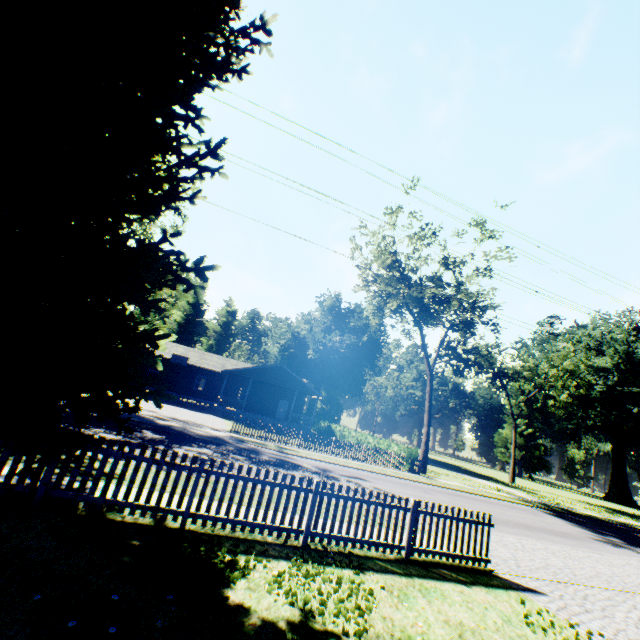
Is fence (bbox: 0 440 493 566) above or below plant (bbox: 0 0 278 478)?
below

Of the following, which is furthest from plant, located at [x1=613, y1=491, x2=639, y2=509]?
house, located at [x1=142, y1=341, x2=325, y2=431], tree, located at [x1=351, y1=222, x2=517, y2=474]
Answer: house, located at [x1=142, y1=341, x2=325, y2=431]

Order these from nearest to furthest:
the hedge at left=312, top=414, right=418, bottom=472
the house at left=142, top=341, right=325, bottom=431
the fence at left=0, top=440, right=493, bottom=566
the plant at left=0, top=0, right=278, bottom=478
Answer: the plant at left=0, top=0, right=278, bottom=478 → the fence at left=0, top=440, right=493, bottom=566 → the hedge at left=312, top=414, right=418, bottom=472 → the house at left=142, top=341, right=325, bottom=431

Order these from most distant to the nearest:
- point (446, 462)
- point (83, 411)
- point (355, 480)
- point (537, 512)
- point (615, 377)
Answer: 1. point (446, 462)
2. point (615, 377)
3. point (537, 512)
4. point (355, 480)
5. point (83, 411)

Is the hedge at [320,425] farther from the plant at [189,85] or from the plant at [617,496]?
the plant at [617,496]

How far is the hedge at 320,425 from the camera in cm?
2500

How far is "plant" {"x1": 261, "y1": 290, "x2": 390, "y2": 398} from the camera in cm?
4853

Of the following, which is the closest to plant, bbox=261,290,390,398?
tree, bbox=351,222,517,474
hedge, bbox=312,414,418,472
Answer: tree, bbox=351,222,517,474
